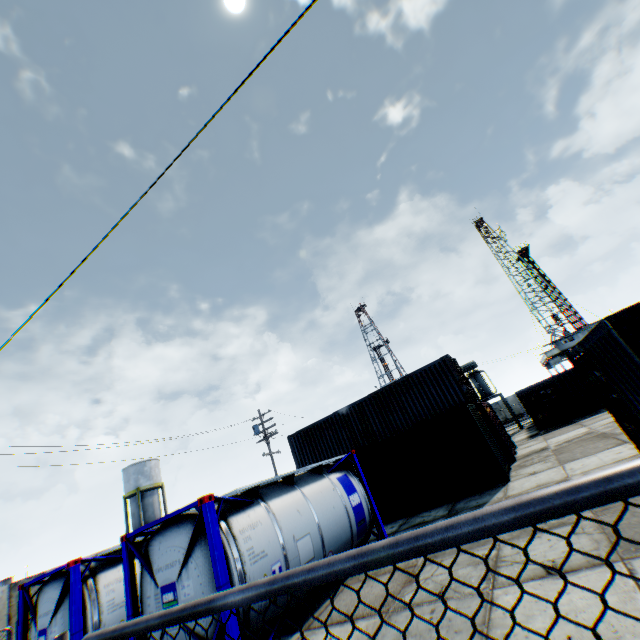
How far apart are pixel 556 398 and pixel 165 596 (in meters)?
25.87

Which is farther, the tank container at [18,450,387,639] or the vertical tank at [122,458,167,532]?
the vertical tank at [122,458,167,532]

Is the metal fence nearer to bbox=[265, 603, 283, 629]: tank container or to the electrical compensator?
bbox=[265, 603, 283, 629]: tank container

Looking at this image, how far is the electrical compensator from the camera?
31.9m

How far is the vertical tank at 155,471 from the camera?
37.3m

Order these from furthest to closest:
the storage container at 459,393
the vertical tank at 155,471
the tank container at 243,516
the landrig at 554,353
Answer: the landrig at 554,353, the vertical tank at 155,471, the storage container at 459,393, the tank container at 243,516

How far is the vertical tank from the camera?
37.3 meters

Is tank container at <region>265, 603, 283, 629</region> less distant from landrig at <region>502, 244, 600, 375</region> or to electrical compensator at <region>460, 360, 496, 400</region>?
electrical compensator at <region>460, 360, 496, 400</region>
